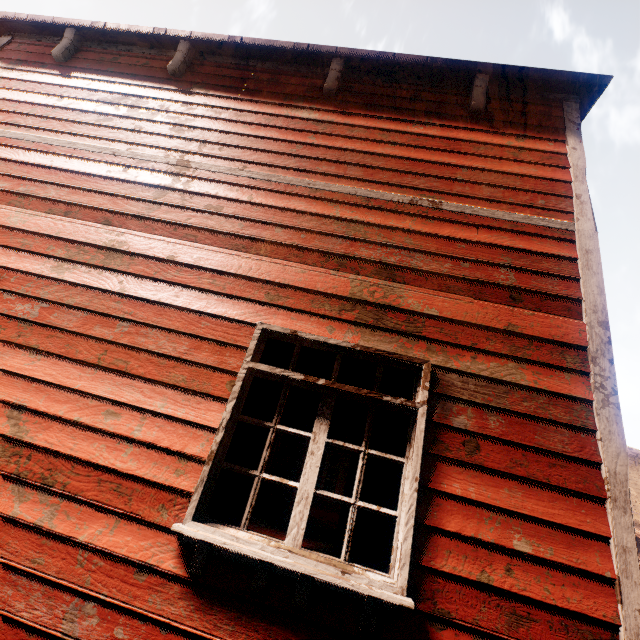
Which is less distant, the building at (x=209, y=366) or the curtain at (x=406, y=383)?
the building at (x=209, y=366)

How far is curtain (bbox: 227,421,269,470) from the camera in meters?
2.4 m

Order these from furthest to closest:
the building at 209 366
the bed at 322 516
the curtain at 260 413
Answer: the bed at 322 516, the curtain at 260 413, the building at 209 366

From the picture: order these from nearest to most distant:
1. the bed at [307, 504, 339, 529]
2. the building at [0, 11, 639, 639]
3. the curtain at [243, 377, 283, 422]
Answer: the building at [0, 11, 639, 639]
the curtain at [243, 377, 283, 422]
the bed at [307, 504, 339, 529]

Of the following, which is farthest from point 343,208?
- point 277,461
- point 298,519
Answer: point 277,461

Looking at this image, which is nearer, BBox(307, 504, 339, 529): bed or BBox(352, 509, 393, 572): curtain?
BBox(352, 509, 393, 572): curtain
